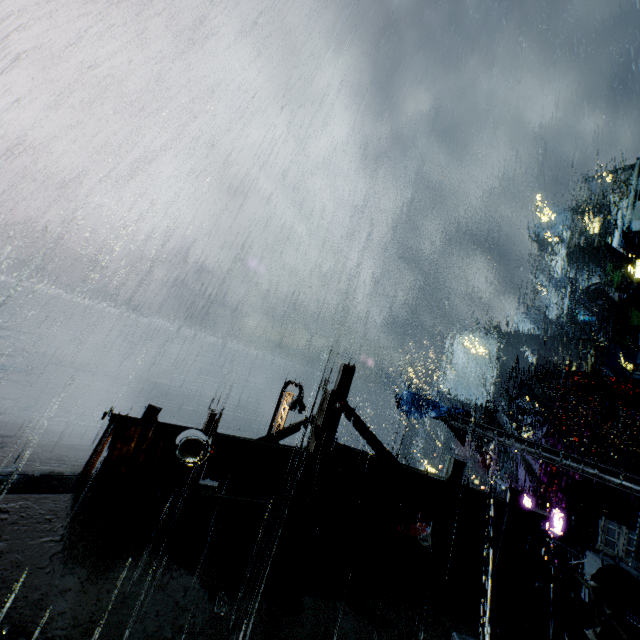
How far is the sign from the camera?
17.8 meters

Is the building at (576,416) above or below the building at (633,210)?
below

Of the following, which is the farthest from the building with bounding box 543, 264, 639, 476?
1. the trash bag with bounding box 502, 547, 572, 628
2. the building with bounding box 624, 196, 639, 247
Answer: the building with bounding box 624, 196, 639, 247

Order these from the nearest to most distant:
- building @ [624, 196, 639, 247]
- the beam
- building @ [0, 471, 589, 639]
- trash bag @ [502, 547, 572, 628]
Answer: building @ [0, 471, 589, 639] < trash bag @ [502, 547, 572, 628] < the beam < building @ [624, 196, 639, 247]

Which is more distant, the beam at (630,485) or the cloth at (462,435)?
the cloth at (462,435)

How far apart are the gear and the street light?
25.2m

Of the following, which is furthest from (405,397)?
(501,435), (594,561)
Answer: (594,561)

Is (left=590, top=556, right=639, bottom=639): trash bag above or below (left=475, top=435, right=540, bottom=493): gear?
above
